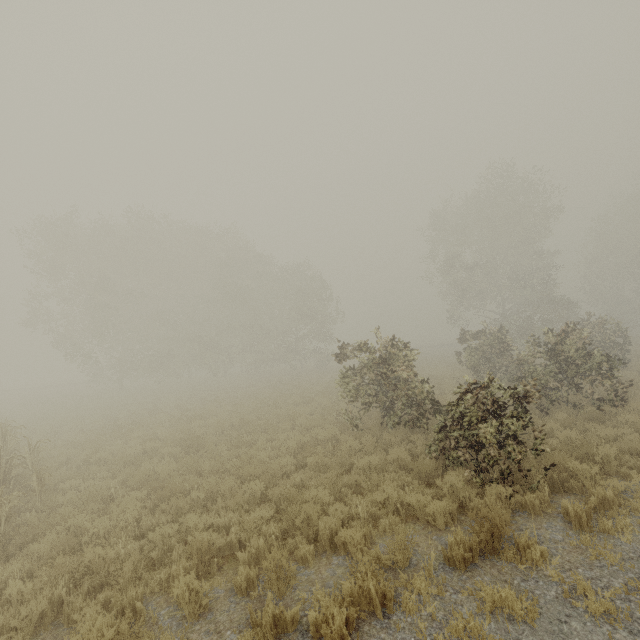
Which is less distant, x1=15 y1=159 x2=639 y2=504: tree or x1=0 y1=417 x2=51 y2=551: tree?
x1=0 y1=417 x2=51 y2=551: tree

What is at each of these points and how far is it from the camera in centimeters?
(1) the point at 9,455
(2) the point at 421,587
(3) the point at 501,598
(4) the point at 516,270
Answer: (1) tree, 1088cm
(2) tree, 450cm
(3) tree, 424cm
(4) tree, 2708cm

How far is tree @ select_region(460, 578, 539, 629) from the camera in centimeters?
393cm

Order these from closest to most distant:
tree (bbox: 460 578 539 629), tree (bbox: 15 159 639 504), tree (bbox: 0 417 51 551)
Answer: tree (bbox: 460 578 539 629)
tree (bbox: 0 417 51 551)
tree (bbox: 15 159 639 504)

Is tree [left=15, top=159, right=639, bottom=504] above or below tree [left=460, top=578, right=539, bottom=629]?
above

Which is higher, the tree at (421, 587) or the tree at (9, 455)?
the tree at (9, 455)

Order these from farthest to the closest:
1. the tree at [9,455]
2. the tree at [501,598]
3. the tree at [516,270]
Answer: the tree at [516,270]
the tree at [9,455]
the tree at [501,598]
